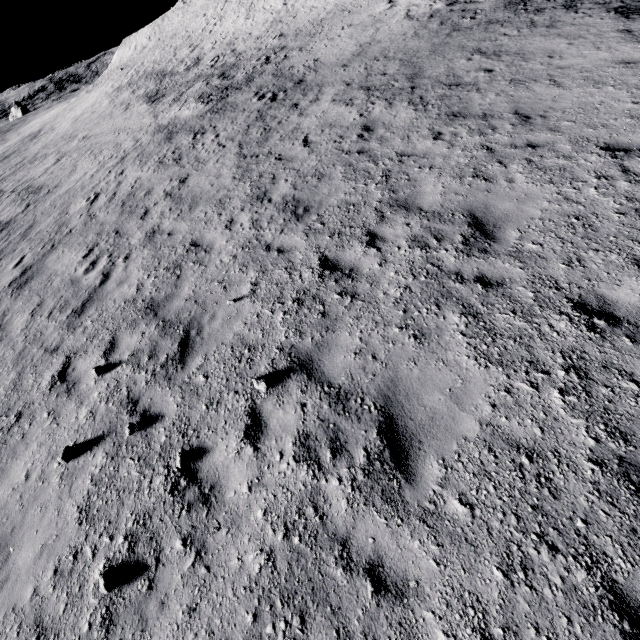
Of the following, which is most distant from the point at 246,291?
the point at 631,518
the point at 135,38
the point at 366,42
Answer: the point at 135,38
